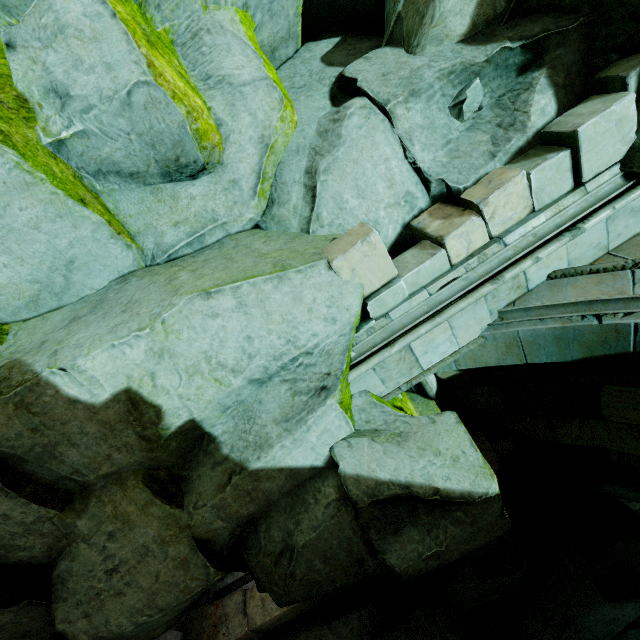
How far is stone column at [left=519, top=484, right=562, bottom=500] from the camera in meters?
5.1

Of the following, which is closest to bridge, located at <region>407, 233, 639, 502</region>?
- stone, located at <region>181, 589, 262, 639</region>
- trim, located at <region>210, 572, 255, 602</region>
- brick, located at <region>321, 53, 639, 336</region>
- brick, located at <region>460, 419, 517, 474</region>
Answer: brick, located at <region>460, 419, 517, 474</region>

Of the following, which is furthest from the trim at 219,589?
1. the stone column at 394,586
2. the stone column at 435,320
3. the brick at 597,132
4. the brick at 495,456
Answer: the brick at 597,132

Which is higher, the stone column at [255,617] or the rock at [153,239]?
the rock at [153,239]

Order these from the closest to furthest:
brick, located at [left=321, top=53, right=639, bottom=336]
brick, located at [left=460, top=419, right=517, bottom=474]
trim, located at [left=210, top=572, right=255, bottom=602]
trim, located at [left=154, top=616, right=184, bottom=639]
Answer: brick, located at [left=321, top=53, right=639, bottom=336], brick, located at [left=460, top=419, right=517, bottom=474], trim, located at [left=154, top=616, right=184, bottom=639], trim, located at [left=210, top=572, right=255, bottom=602]

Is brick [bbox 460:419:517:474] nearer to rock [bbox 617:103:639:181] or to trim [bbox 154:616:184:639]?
rock [bbox 617:103:639:181]

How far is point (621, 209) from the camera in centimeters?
271cm

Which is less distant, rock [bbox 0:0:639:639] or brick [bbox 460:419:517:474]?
rock [bbox 0:0:639:639]
